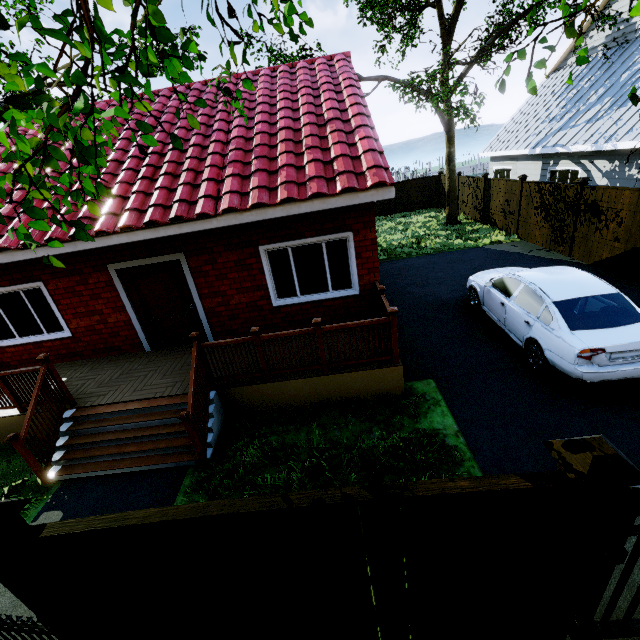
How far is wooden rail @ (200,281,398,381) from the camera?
5.5 meters

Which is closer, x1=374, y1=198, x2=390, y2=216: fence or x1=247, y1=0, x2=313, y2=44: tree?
x1=247, y1=0, x2=313, y2=44: tree

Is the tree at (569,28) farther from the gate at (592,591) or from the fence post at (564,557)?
the fence post at (564,557)

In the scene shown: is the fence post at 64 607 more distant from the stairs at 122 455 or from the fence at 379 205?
the stairs at 122 455

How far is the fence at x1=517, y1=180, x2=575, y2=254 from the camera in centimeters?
1095cm

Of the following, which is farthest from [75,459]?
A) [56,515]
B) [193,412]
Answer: [193,412]

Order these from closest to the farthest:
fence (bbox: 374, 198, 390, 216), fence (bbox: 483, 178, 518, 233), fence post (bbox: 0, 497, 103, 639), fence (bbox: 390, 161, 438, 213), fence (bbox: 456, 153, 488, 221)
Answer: fence post (bbox: 0, 497, 103, 639) < fence (bbox: 483, 178, 518, 233) < fence (bbox: 456, 153, 488, 221) < fence (bbox: 390, 161, 438, 213) < fence (bbox: 374, 198, 390, 216)

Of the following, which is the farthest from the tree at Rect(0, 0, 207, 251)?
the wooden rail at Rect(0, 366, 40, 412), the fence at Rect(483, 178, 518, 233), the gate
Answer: the wooden rail at Rect(0, 366, 40, 412)
